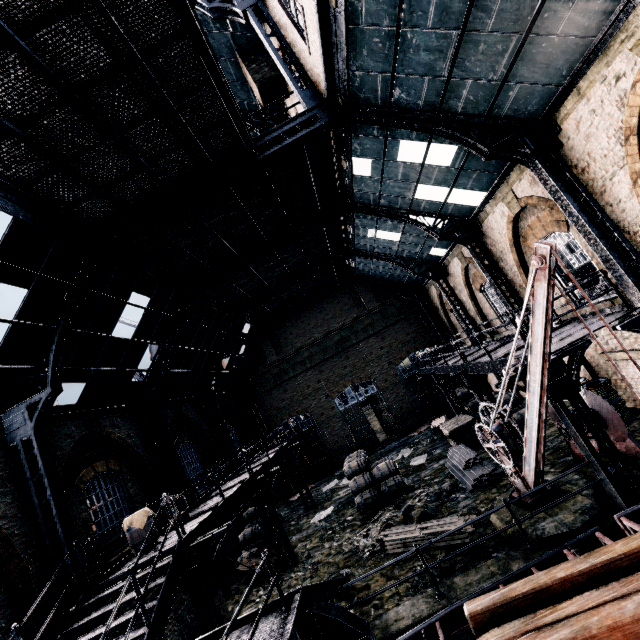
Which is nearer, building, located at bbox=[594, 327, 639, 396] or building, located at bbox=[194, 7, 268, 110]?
building, located at bbox=[594, 327, 639, 396]

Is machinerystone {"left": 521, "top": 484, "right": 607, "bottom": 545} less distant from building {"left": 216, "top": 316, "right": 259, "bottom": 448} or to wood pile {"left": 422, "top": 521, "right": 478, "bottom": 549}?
wood pile {"left": 422, "top": 521, "right": 478, "bottom": 549}

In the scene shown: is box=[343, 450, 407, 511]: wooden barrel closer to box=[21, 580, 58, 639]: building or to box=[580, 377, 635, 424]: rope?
box=[21, 580, 58, 639]: building

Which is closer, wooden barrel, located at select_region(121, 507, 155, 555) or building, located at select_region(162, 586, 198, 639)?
wooden barrel, located at select_region(121, 507, 155, 555)

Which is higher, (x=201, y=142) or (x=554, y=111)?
(x=201, y=142)

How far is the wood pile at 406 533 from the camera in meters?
10.1

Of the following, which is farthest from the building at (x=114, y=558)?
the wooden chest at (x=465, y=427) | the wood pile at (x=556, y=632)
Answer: the wooden chest at (x=465, y=427)

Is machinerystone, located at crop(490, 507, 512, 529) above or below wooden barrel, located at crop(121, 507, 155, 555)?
below
